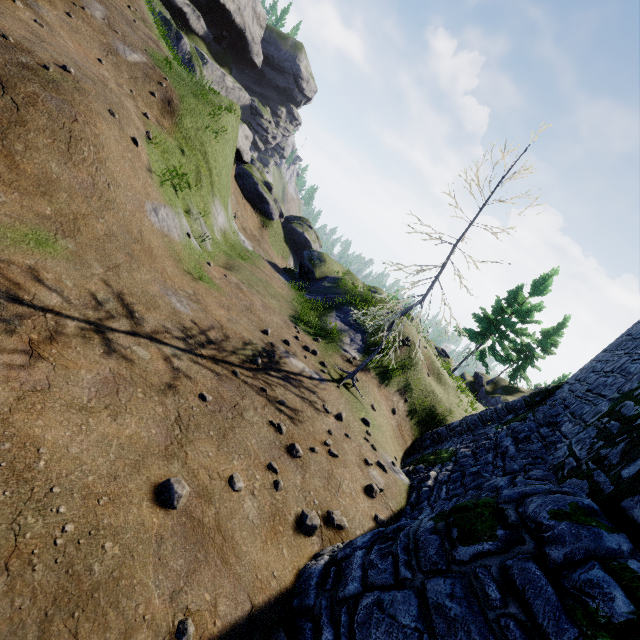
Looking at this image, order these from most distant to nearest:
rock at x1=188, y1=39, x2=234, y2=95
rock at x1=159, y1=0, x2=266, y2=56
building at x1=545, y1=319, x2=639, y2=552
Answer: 1. rock at x1=188, y1=39, x2=234, y2=95
2. rock at x1=159, y1=0, x2=266, y2=56
3. building at x1=545, y1=319, x2=639, y2=552

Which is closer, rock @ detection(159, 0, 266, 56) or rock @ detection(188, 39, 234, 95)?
rock @ detection(159, 0, 266, 56)

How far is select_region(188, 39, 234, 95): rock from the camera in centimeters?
5131cm

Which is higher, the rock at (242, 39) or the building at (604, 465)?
the rock at (242, 39)

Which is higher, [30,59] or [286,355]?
[30,59]

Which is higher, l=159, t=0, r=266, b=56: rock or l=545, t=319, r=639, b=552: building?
l=159, t=0, r=266, b=56: rock

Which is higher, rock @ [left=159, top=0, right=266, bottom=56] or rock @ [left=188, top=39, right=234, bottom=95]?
rock @ [left=159, top=0, right=266, bottom=56]
